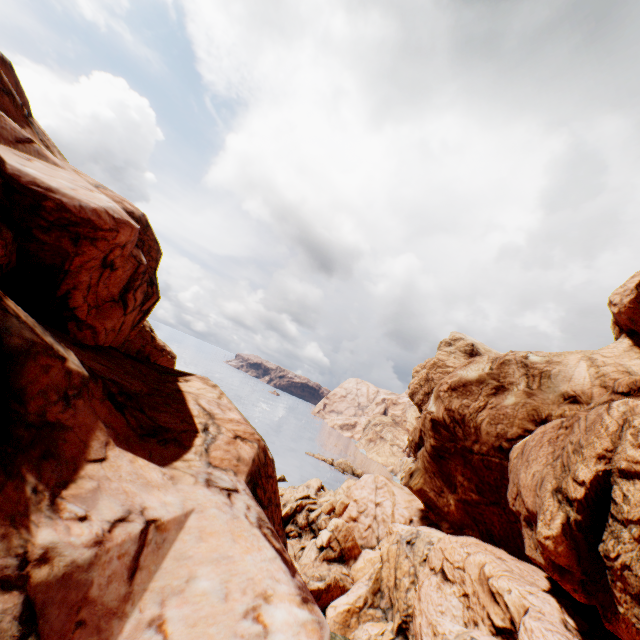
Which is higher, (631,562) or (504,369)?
(504,369)
